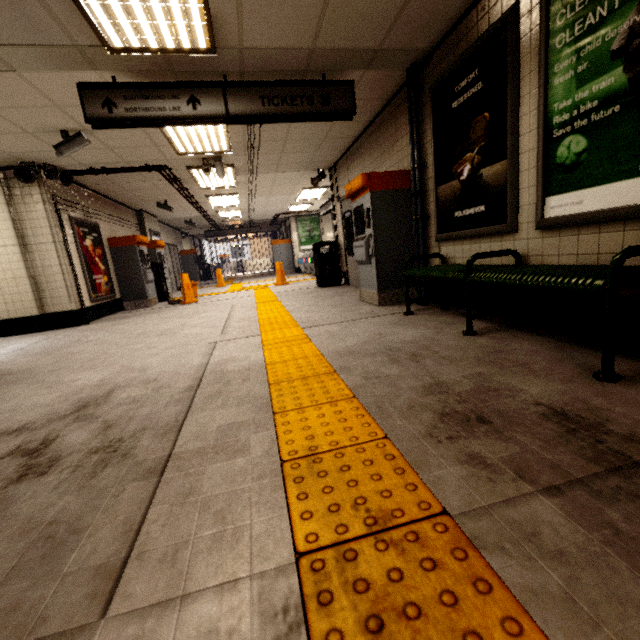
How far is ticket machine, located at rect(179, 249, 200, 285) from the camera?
16.45m

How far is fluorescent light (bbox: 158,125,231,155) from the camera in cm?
492

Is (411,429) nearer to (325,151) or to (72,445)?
(72,445)

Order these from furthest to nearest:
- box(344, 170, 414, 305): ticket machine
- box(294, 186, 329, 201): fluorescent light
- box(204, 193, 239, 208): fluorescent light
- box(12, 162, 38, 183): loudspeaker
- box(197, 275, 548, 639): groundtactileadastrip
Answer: box(294, 186, 329, 201): fluorescent light → box(204, 193, 239, 208): fluorescent light → box(12, 162, 38, 183): loudspeaker → box(344, 170, 414, 305): ticket machine → box(197, 275, 548, 639): groundtactileadastrip

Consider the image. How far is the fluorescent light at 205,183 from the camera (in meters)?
6.94

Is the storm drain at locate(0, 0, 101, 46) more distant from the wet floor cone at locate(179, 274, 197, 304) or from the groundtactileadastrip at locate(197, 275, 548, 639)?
the wet floor cone at locate(179, 274, 197, 304)

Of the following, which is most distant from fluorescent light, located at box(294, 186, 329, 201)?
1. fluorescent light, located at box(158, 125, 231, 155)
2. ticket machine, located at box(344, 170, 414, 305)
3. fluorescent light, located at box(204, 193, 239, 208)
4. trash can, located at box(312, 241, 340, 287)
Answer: ticket machine, located at box(344, 170, 414, 305)

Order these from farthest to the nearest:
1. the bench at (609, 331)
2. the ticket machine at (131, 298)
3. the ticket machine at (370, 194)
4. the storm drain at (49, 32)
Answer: the ticket machine at (131, 298), the ticket machine at (370, 194), the storm drain at (49, 32), the bench at (609, 331)
